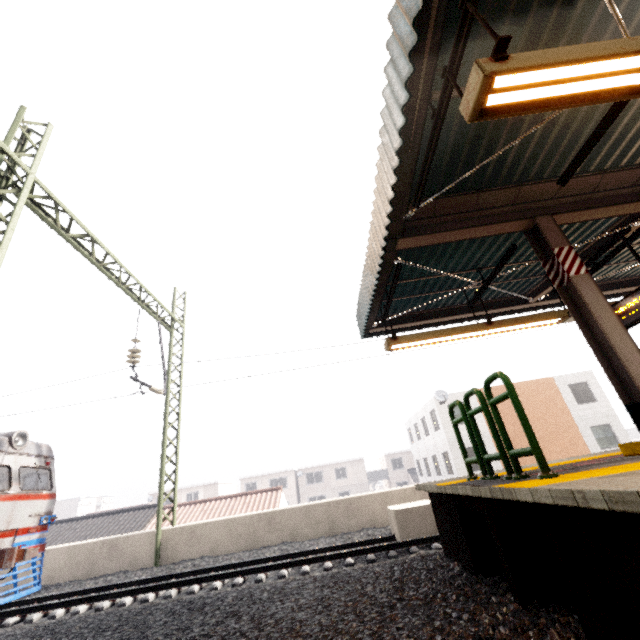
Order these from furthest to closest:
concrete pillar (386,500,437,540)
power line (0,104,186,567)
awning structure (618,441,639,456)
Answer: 1. concrete pillar (386,500,437,540)
2. power line (0,104,186,567)
3. awning structure (618,441,639,456)

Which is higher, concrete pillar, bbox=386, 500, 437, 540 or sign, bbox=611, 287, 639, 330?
sign, bbox=611, 287, 639, 330

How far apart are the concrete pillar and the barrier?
4.9m

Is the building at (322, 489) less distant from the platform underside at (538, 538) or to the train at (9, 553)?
the train at (9, 553)

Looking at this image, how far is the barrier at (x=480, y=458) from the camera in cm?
312

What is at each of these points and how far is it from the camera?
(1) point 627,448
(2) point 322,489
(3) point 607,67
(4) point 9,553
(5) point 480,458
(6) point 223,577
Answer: (1) awning structure, 4.01m
(2) building, 43.84m
(3) awning structure, 2.57m
(4) train, 8.00m
(5) barrier, 4.31m
(6) train track, 7.34m

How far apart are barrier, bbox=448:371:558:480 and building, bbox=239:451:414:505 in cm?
4466

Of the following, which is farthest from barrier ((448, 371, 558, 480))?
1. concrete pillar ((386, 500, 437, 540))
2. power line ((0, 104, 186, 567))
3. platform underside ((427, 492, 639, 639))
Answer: power line ((0, 104, 186, 567))
